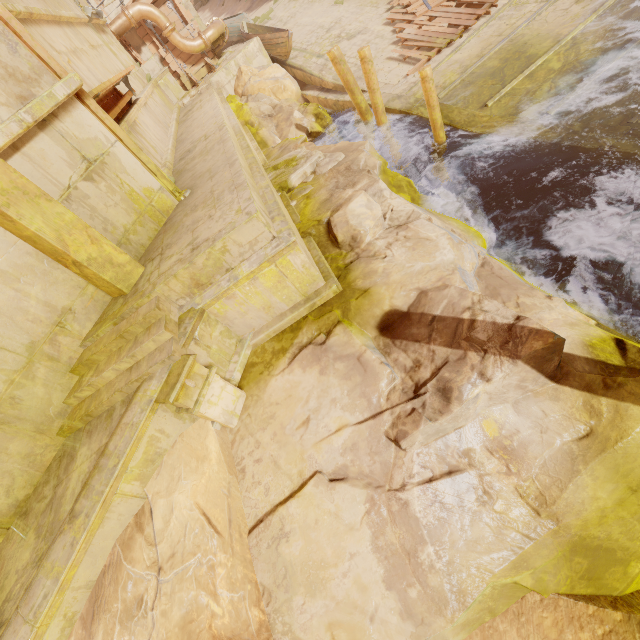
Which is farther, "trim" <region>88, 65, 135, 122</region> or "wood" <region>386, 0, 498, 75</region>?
"wood" <region>386, 0, 498, 75</region>

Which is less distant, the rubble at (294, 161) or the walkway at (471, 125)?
the walkway at (471, 125)

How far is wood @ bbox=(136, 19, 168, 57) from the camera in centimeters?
1376cm

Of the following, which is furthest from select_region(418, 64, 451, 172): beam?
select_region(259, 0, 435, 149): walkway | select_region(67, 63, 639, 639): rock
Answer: select_region(67, 63, 639, 639): rock

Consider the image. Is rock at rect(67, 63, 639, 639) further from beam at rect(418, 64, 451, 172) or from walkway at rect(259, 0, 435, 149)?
beam at rect(418, 64, 451, 172)

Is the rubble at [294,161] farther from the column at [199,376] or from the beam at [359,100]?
the column at [199,376]

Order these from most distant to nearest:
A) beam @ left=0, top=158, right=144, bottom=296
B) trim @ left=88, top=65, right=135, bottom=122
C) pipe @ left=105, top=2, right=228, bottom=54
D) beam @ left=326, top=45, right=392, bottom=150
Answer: pipe @ left=105, top=2, right=228, bottom=54 < beam @ left=326, top=45, right=392, bottom=150 < trim @ left=88, top=65, right=135, bottom=122 < beam @ left=0, top=158, right=144, bottom=296

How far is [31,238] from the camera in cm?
378
